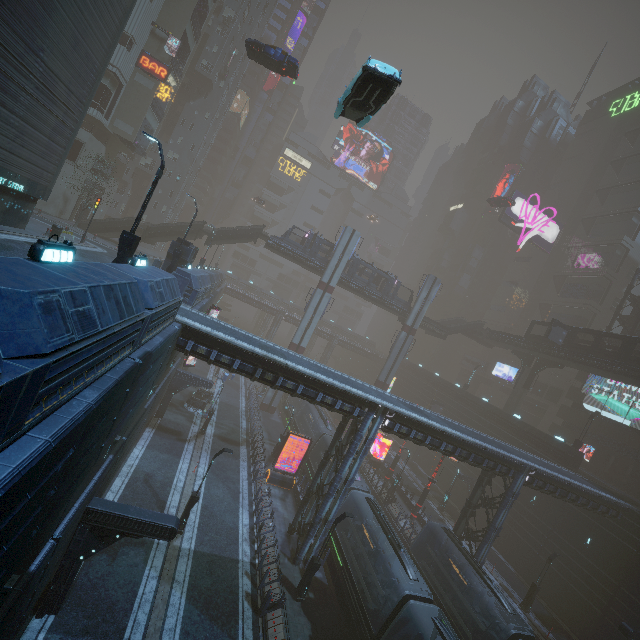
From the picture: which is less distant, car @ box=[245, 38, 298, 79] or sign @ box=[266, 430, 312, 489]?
car @ box=[245, 38, 298, 79]

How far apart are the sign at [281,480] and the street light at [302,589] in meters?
9.6

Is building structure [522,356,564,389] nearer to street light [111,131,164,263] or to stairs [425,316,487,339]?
stairs [425,316,487,339]

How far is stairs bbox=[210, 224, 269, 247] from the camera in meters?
40.1

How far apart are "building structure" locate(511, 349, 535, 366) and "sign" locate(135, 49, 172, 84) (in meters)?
59.80

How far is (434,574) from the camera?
23.73m

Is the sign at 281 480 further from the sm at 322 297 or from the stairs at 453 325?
the stairs at 453 325

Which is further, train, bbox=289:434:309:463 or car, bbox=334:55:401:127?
train, bbox=289:434:309:463
